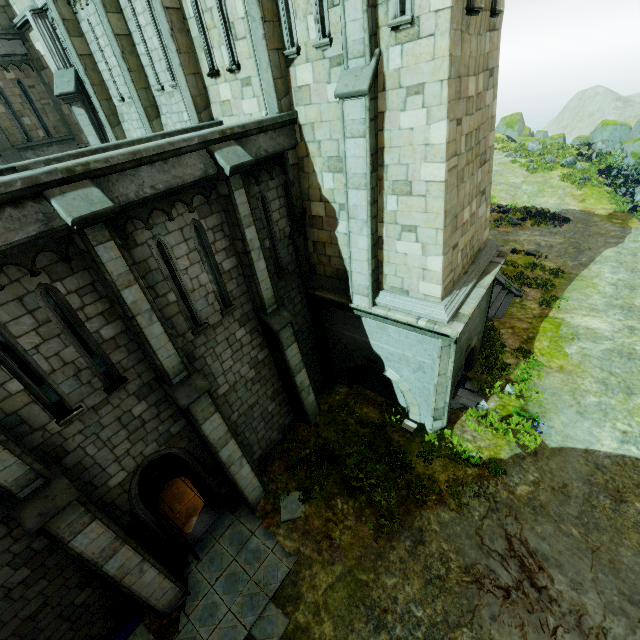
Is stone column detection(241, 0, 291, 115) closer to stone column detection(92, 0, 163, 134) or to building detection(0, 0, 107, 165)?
building detection(0, 0, 107, 165)

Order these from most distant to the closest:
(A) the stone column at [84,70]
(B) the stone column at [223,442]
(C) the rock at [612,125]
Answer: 1. (C) the rock at [612,125]
2. (A) the stone column at [84,70]
3. (B) the stone column at [223,442]

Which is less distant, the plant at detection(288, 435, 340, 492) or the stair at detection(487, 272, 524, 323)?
the plant at detection(288, 435, 340, 492)

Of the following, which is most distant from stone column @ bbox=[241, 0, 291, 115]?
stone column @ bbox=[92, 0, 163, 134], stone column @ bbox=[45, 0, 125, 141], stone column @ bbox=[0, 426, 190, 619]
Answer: stone column @ bbox=[45, 0, 125, 141]

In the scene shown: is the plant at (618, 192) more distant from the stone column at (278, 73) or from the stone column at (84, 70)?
the stone column at (84, 70)

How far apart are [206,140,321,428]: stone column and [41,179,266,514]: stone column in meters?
2.3 m

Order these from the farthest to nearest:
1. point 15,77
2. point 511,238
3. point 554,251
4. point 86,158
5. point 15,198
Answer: point 511,238
point 554,251
point 15,77
point 86,158
point 15,198

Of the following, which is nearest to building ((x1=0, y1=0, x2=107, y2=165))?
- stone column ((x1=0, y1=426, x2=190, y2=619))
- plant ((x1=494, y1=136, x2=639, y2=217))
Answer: stone column ((x1=0, y1=426, x2=190, y2=619))
